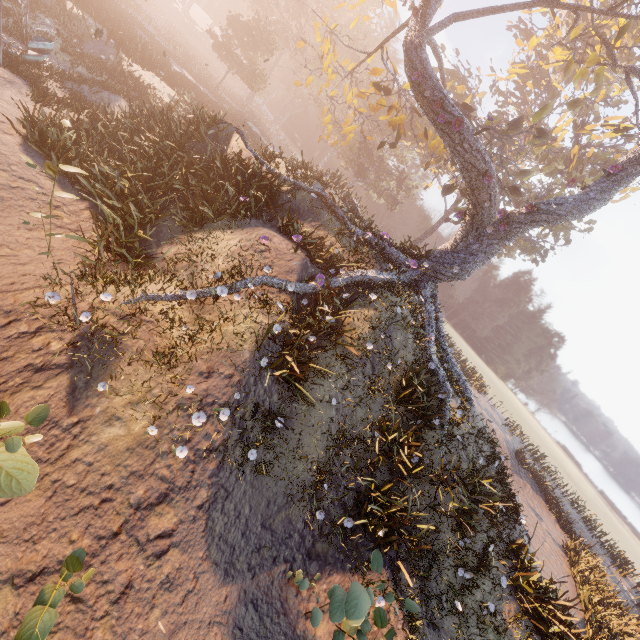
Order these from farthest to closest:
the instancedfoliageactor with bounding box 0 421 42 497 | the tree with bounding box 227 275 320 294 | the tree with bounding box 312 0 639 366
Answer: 1. the tree with bounding box 312 0 639 366
2. the tree with bounding box 227 275 320 294
3. the instancedfoliageactor with bounding box 0 421 42 497

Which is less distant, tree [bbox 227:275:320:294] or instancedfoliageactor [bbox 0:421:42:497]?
instancedfoliageactor [bbox 0:421:42:497]

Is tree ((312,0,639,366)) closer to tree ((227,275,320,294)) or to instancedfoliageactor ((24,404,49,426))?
tree ((227,275,320,294))

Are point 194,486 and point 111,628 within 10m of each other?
yes

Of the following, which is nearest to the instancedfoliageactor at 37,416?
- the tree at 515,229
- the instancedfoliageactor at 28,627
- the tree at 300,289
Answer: the instancedfoliageactor at 28,627

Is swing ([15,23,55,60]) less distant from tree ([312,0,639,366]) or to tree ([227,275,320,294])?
tree ([227,275,320,294])

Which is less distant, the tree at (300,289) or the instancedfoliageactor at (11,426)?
the instancedfoliageactor at (11,426)

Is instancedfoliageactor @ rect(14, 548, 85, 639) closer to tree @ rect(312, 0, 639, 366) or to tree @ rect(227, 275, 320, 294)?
tree @ rect(227, 275, 320, 294)
